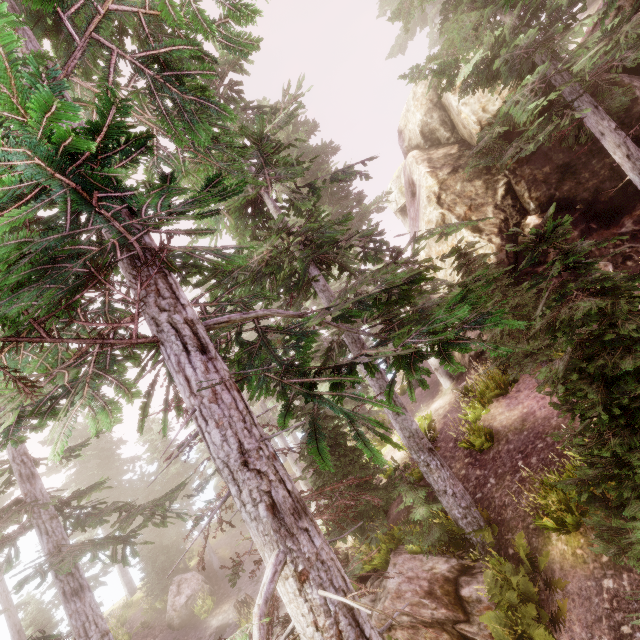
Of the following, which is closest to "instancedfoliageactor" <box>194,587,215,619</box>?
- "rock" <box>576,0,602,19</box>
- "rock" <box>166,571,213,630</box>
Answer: "rock" <box>576,0,602,19</box>

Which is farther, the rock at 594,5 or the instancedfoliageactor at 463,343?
the rock at 594,5

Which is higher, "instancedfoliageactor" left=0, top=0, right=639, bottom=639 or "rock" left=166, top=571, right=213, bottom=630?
"instancedfoliageactor" left=0, top=0, right=639, bottom=639

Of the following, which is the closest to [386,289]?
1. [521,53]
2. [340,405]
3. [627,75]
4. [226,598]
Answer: [521,53]

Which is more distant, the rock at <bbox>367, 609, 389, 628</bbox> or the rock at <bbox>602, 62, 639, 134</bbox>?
the rock at <bbox>602, 62, 639, 134</bbox>

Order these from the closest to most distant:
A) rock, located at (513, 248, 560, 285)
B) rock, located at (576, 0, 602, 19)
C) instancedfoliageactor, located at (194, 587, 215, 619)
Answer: rock, located at (576, 0, 602, 19)
rock, located at (513, 248, 560, 285)
instancedfoliageactor, located at (194, 587, 215, 619)

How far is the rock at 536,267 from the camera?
12.71m

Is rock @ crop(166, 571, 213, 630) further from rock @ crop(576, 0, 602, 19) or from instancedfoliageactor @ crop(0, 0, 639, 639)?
rock @ crop(576, 0, 602, 19)
